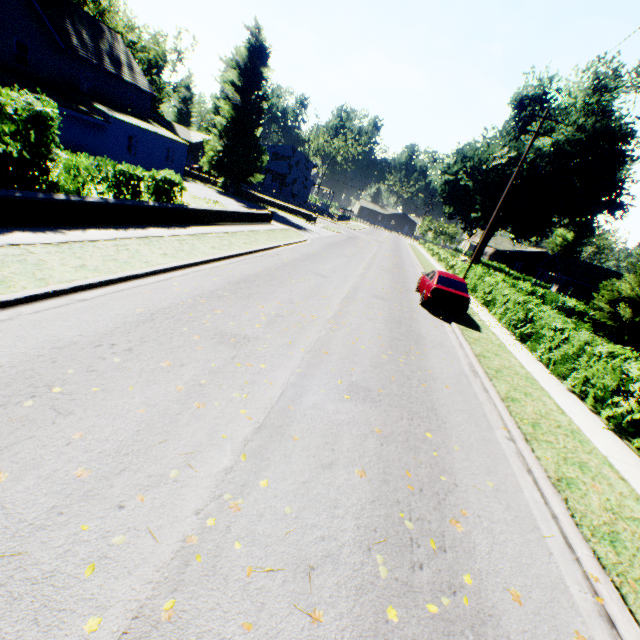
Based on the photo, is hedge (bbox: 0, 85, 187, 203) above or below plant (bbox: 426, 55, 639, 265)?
below

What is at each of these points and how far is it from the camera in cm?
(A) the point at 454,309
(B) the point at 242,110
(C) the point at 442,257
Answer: (A) car, 1365
(B) plant, 3300
(C) hedge, 4062

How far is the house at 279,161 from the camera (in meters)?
55.31

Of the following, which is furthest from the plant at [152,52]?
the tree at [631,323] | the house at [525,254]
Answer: the house at [525,254]

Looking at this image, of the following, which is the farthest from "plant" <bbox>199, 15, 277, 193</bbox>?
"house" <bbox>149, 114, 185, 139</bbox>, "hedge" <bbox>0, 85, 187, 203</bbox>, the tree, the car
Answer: the car

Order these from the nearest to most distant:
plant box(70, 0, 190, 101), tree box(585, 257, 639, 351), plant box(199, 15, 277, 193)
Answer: tree box(585, 257, 639, 351)
plant box(199, 15, 277, 193)
plant box(70, 0, 190, 101)

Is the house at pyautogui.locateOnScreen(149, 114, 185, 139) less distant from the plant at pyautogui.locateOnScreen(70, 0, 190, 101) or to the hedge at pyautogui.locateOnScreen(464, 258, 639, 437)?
the plant at pyautogui.locateOnScreen(70, 0, 190, 101)
